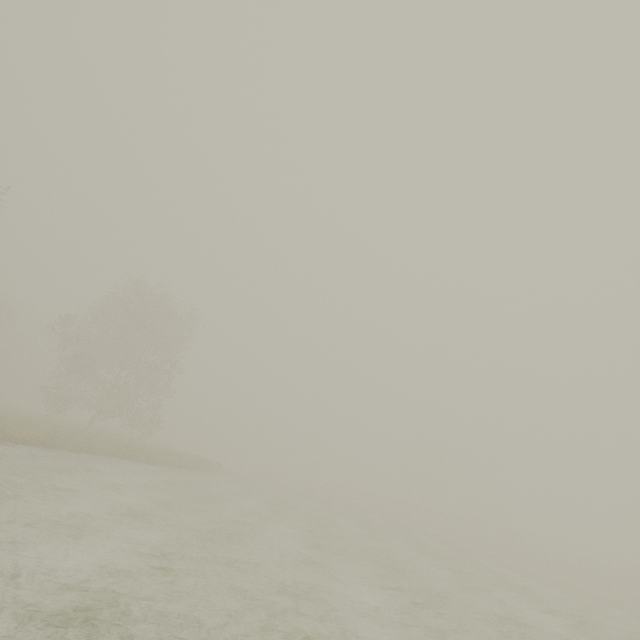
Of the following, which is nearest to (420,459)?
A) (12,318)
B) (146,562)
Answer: (146,562)
